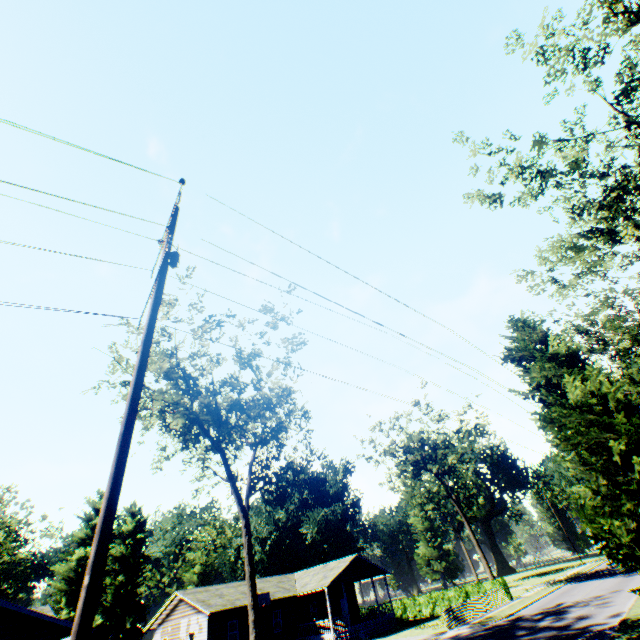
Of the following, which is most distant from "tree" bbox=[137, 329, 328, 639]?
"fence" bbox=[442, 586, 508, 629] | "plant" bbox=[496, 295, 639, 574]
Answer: "plant" bbox=[496, 295, 639, 574]

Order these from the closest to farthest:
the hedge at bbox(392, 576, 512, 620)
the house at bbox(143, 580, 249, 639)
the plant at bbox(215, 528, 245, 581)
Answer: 1. the house at bbox(143, 580, 249, 639)
2. the hedge at bbox(392, 576, 512, 620)
3. the plant at bbox(215, 528, 245, 581)

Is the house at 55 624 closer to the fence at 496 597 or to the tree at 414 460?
the fence at 496 597

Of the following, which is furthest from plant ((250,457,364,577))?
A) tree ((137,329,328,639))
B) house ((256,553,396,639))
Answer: house ((256,553,396,639))

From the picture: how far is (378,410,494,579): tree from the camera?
40.06m

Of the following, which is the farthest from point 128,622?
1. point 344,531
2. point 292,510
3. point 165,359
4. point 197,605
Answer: point 165,359

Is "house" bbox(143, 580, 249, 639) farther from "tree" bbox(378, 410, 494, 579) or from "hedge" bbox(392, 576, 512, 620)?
"tree" bbox(378, 410, 494, 579)

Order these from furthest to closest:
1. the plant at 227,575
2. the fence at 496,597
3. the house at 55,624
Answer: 1. the plant at 227,575
2. the fence at 496,597
3. the house at 55,624
